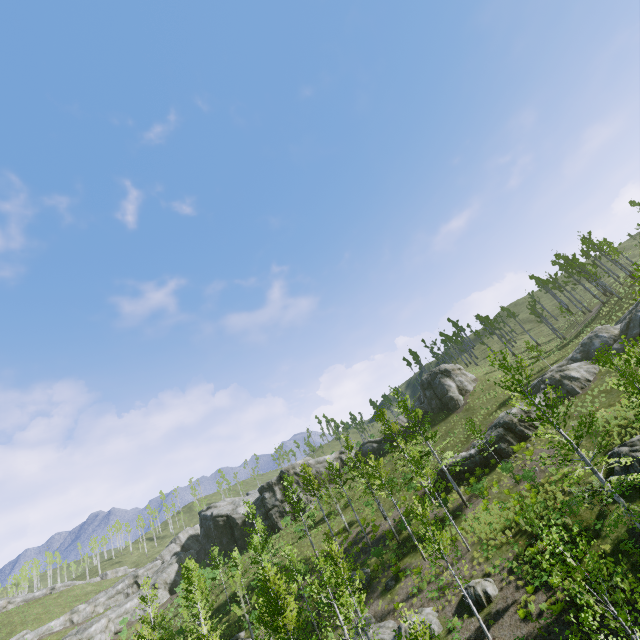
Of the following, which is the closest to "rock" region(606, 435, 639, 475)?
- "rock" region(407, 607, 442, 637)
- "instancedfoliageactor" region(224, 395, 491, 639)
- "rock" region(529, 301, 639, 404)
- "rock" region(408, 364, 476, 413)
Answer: "rock" region(529, 301, 639, 404)

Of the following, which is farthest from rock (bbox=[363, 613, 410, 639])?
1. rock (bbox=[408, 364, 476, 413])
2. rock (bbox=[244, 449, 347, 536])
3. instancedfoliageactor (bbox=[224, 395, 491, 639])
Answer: rock (bbox=[408, 364, 476, 413])

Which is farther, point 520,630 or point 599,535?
point 599,535

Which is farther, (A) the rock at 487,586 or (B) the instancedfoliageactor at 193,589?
(B) the instancedfoliageactor at 193,589

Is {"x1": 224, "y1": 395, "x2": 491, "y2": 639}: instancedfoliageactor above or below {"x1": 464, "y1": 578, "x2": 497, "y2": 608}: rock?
above

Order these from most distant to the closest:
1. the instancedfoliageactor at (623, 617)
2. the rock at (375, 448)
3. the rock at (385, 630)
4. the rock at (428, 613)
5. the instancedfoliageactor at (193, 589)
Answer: the rock at (375, 448), the instancedfoliageactor at (193, 589), the rock at (385, 630), the rock at (428, 613), the instancedfoliageactor at (623, 617)

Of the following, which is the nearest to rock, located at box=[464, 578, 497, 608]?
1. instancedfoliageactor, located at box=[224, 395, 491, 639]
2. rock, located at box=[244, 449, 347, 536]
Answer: instancedfoliageactor, located at box=[224, 395, 491, 639]

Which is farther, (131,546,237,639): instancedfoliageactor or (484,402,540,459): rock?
(484,402,540,459): rock
